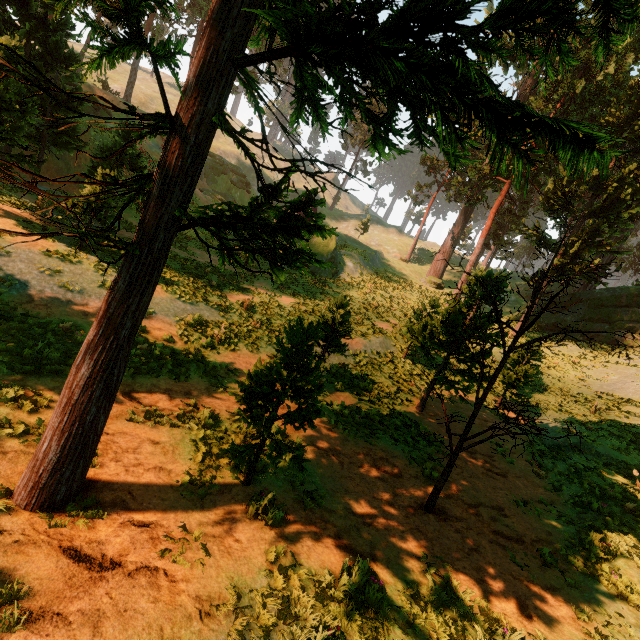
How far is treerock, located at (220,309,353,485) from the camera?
5.64m

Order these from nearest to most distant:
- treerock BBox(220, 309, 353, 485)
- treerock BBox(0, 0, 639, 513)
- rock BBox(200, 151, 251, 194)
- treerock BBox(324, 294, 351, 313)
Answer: treerock BBox(0, 0, 639, 513) < treerock BBox(220, 309, 353, 485) < treerock BBox(324, 294, 351, 313) < rock BBox(200, 151, 251, 194)

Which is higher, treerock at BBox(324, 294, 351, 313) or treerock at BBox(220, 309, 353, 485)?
treerock at BBox(324, 294, 351, 313)

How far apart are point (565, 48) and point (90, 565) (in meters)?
7.83

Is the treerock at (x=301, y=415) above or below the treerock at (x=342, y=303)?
below

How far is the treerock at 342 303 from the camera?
12.05m

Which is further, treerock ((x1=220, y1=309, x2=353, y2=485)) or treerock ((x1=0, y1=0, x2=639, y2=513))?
treerock ((x1=220, y1=309, x2=353, y2=485))
